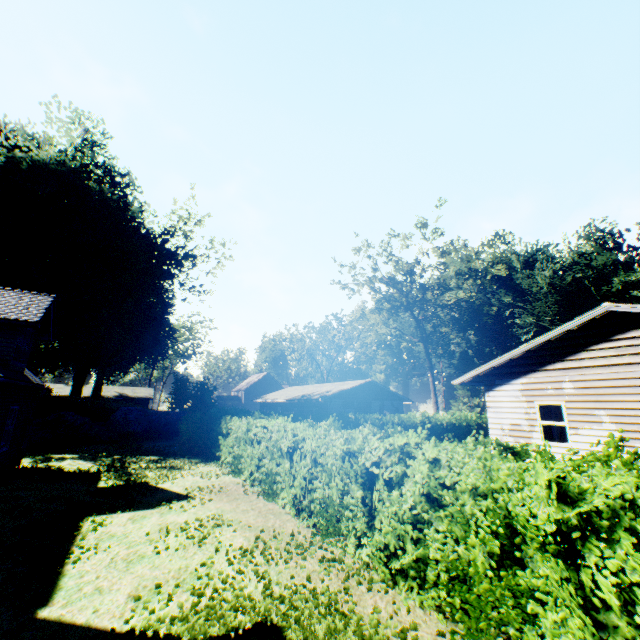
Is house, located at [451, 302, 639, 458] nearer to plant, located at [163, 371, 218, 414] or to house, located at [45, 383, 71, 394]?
plant, located at [163, 371, 218, 414]

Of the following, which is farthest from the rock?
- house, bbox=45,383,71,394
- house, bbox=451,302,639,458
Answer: house, bbox=45,383,71,394

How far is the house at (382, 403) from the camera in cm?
3316

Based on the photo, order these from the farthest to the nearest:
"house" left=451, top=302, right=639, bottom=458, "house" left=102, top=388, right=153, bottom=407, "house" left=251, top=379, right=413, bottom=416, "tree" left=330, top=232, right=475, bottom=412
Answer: "house" left=102, top=388, right=153, bottom=407 → "tree" left=330, top=232, right=475, bottom=412 → "house" left=251, top=379, right=413, bottom=416 → "house" left=451, top=302, right=639, bottom=458

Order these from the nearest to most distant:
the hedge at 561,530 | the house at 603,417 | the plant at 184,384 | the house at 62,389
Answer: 1. the hedge at 561,530
2. the house at 603,417
3. the plant at 184,384
4. the house at 62,389

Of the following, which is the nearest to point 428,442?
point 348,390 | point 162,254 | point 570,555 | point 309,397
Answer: point 570,555

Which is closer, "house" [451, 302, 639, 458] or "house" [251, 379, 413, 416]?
"house" [451, 302, 639, 458]

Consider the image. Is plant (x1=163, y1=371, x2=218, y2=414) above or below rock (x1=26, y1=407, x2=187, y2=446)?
above
